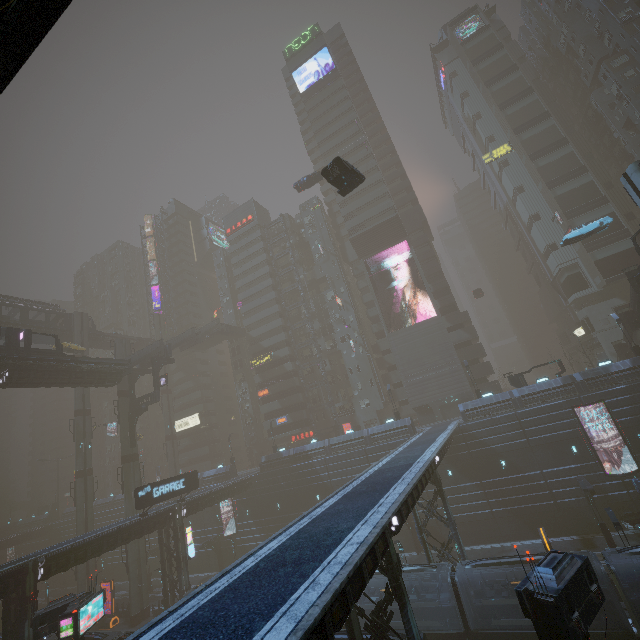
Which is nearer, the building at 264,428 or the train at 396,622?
the train at 396,622

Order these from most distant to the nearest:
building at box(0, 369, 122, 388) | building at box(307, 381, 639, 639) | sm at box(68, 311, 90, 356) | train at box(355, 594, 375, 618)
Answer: sm at box(68, 311, 90, 356) < building at box(0, 369, 122, 388) < train at box(355, 594, 375, 618) < building at box(307, 381, 639, 639)

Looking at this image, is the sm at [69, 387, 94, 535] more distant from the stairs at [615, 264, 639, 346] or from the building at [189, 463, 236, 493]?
the stairs at [615, 264, 639, 346]

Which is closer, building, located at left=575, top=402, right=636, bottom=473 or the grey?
the grey

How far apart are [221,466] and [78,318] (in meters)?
35.50

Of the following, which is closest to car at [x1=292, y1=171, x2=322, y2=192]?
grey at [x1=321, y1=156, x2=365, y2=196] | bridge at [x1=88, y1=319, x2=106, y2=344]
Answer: bridge at [x1=88, y1=319, x2=106, y2=344]

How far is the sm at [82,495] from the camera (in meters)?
45.78

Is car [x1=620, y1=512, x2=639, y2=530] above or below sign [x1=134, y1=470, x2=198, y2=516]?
below
